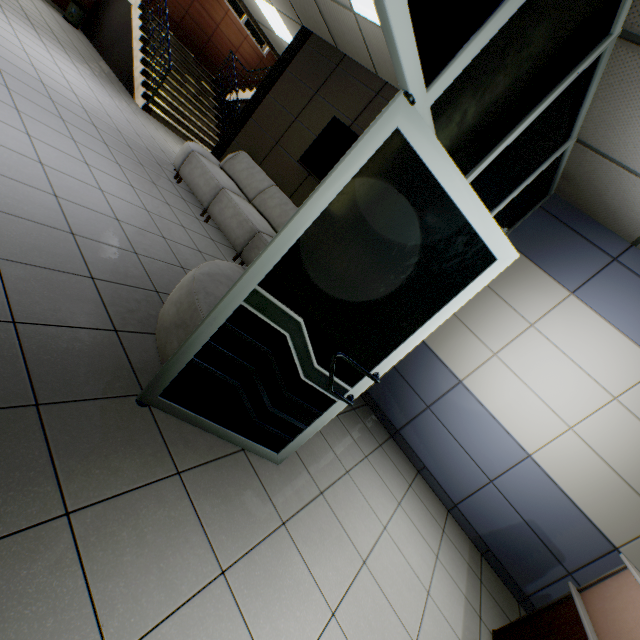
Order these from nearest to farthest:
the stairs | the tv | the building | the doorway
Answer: the doorway, the tv, the stairs, the building

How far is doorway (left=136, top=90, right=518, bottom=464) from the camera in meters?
1.4

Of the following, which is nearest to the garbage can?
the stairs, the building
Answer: the building

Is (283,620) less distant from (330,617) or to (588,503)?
(330,617)

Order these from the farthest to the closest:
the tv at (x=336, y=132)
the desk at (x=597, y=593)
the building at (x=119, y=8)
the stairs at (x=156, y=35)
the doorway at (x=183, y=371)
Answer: the building at (x=119, y=8) < the stairs at (x=156, y=35) < the tv at (x=336, y=132) < the desk at (x=597, y=593) < the doorway at (x=183, y=371)

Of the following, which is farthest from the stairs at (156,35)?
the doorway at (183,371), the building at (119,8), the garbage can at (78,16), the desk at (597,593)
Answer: the desk at (597,593)

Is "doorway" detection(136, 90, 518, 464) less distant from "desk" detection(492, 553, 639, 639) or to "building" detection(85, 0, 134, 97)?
"desk" detection(492, 553, 639, 639)

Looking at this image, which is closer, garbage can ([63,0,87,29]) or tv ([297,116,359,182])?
tv ([297,116,359,182])
